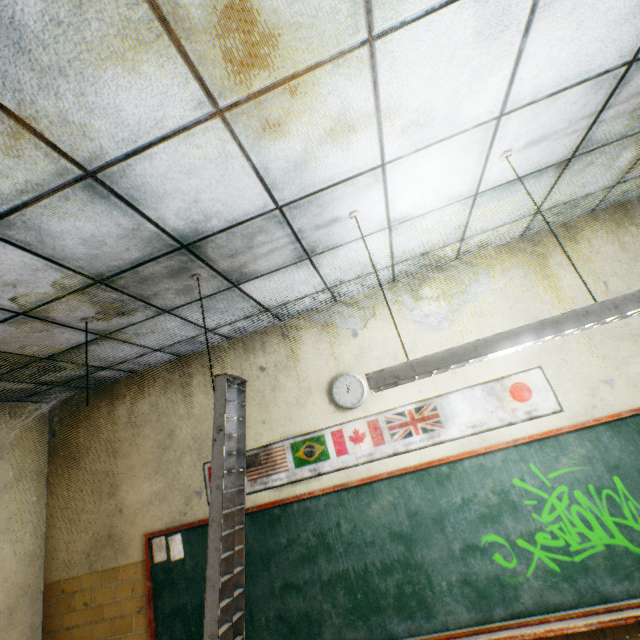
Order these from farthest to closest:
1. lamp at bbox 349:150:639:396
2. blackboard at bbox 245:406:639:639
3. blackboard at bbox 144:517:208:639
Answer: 1. blackboard at bbox 144:517:208:639
2. blackboard at bbox 245:406:639:639
3. lamp at bbox 349:150:639:396

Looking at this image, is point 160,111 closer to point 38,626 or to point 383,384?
point 383,384

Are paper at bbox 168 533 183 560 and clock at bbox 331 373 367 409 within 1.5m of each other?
no

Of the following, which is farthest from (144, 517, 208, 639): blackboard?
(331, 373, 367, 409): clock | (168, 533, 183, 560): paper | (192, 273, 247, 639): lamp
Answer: (192, 273, 247, 639): lamp

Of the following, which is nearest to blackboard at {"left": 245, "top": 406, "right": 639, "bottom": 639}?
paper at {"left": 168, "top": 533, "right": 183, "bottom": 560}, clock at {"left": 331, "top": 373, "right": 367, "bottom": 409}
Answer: paper at {"left": 168, "top": 533, "right": 183, "bottom": 560}

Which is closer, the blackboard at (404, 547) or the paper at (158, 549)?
the blackboard at (404, 547)

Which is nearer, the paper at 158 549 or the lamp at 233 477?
the lamp at 233 477

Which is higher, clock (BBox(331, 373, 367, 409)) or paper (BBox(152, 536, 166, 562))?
clock (BBox(331, 373, 367, 409))
